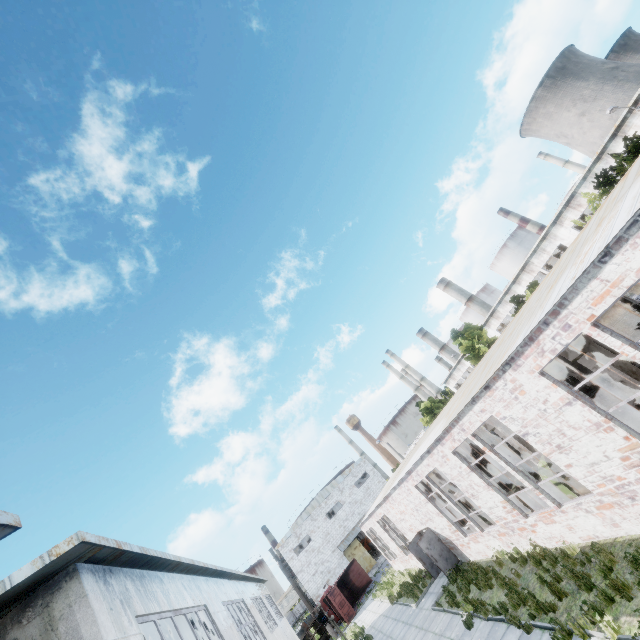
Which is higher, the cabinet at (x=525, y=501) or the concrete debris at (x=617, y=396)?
the cabinet at (x=525, y=501)

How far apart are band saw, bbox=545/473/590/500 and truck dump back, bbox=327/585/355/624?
31.80m

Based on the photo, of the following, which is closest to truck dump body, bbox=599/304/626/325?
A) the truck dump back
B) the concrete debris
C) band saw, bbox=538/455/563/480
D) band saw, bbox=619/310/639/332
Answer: the concrete debris

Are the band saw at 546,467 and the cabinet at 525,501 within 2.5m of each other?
yes

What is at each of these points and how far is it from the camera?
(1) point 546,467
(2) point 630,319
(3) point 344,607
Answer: (1) band saw, 10.9m
(2) band saw, 15.3m
(3) truck dump back, 32.5m

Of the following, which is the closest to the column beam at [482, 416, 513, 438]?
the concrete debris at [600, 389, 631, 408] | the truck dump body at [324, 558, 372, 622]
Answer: the concrete debris at [600, 389, 631, 408]

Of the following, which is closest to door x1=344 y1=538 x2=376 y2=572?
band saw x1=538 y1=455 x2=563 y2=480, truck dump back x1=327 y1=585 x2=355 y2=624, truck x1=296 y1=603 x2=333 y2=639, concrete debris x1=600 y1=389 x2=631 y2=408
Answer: truck x1=296 y1=603 x2=333 y2=639

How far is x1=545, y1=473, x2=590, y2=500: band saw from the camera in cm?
1032
